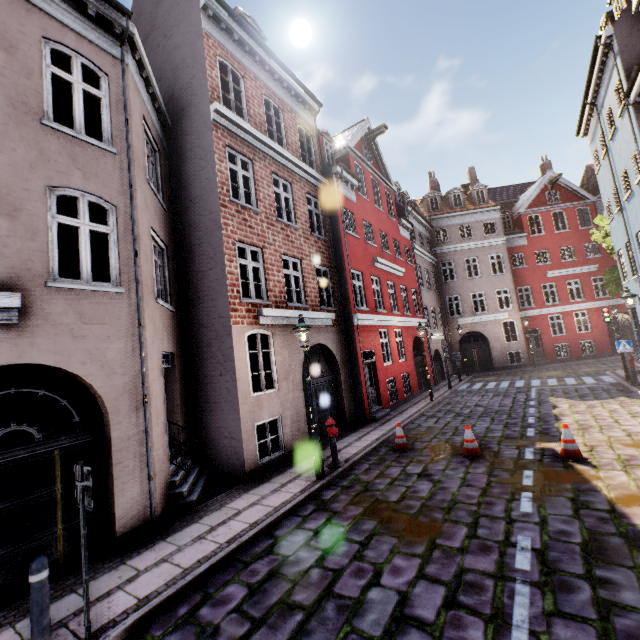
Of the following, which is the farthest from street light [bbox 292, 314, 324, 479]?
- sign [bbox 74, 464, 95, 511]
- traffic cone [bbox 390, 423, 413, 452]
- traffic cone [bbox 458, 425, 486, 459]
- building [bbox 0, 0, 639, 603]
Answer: sign [bbox 74, 464, 95, 511]

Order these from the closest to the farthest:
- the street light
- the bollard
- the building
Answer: the bollard
the building
the street light

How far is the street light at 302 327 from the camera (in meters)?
7.68

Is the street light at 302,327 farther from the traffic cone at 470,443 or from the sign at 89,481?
the sign at 89,481

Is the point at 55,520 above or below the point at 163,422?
below

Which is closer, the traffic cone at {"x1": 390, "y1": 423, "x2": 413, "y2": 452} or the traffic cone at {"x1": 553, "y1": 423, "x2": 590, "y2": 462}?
the traffic cone at {"x1": 553, "y1": 423, "x2": 590, "y2": 462}

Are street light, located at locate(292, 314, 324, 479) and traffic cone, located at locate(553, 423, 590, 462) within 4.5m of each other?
no

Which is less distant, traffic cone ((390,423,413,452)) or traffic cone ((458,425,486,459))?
traffic cone ((458,425,486,459))
